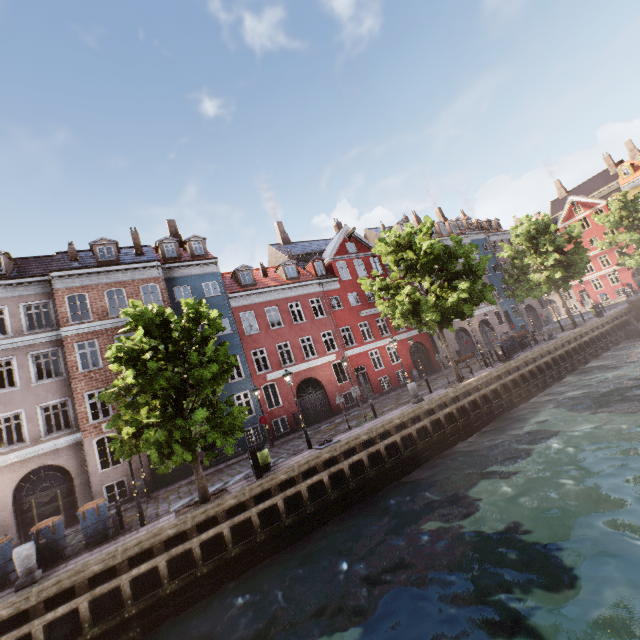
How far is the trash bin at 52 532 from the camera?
10.75m

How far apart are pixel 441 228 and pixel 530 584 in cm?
3690

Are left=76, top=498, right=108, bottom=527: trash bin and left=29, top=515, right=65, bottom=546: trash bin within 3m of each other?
yes

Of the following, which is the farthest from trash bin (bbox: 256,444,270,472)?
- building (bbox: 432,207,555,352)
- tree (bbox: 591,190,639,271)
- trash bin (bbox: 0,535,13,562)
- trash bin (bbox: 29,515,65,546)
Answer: trash bin (bbox: 0,535,13,562)

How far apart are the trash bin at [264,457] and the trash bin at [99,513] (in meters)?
5.43

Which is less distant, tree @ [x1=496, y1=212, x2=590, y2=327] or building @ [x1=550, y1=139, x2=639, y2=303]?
tree @ [x1=496, y1=212, x2=590, y2=327]

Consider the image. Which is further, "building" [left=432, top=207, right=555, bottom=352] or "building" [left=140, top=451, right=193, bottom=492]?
"building" [left=432, top=207, right=555, bottom=352]

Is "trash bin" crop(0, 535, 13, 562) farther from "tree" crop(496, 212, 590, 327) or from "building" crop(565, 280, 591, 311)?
"building" crop(565, 280, 591, 311)
